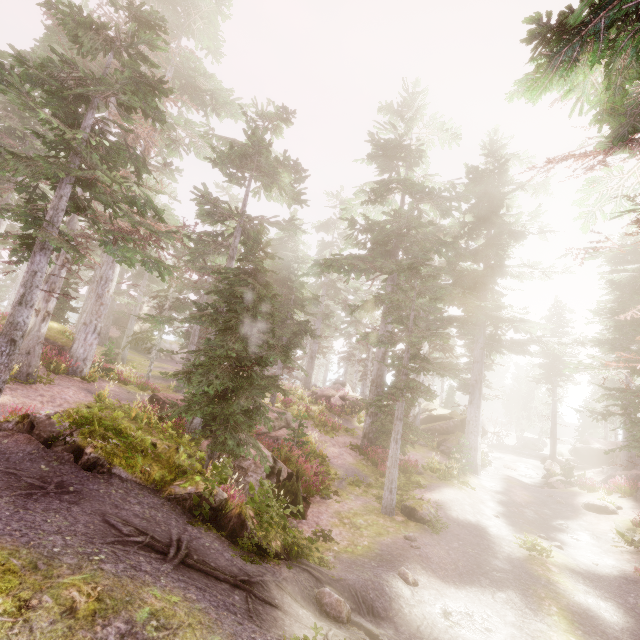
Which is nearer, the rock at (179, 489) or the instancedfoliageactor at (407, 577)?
the rock at (179, 489)

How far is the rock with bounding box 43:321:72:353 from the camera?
17.1 meters

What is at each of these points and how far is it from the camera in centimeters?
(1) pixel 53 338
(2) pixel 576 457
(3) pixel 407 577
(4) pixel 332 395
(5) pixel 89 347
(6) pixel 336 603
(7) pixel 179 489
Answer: (1) rock, 1738cm
(2) rock, 3191cm
(3) instancedfoliageactor, 785cm
(4) rock, 2806cm
(5) instancedfoliageactor, 1714cm
(6) instancedfoliageactor, 566cm
(7) rock, 640cm

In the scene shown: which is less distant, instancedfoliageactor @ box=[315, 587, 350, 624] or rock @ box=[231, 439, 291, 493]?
instancedfoliageactor @ box=[315, 587, 350, 624]

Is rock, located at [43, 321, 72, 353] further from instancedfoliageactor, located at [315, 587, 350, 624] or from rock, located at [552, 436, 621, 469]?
rock, located at [552, 436, 621, 469]

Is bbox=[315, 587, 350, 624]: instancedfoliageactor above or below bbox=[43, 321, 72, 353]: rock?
below

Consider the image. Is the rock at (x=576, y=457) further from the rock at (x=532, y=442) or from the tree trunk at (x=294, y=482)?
the tree trunk at (x=294, y=482)

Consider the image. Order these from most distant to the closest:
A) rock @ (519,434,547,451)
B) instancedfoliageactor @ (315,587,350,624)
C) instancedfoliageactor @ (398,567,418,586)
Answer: rock @ (519,434,547,451)
instancedfoliageactor @ (398,567,418,586)
instancedfoliageactor @ (315,587,350,624)
